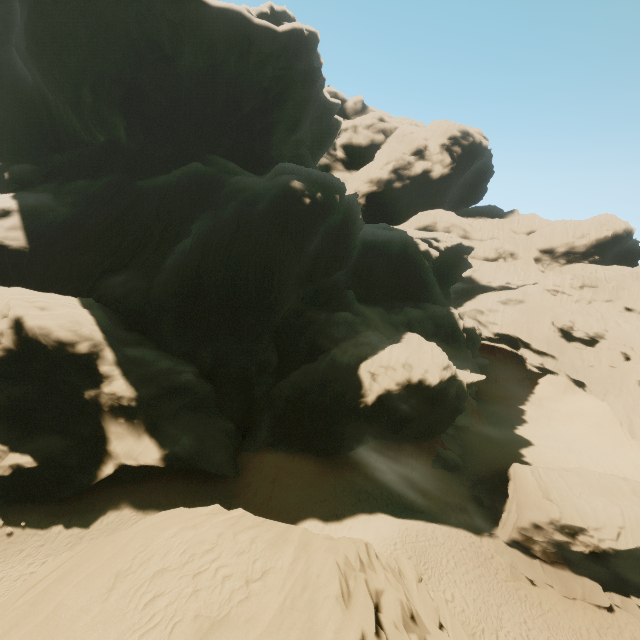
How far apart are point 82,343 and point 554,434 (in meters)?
49.94

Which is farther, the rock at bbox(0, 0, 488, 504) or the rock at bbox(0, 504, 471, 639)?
the rock at bbox(0, 0, 488, 504)

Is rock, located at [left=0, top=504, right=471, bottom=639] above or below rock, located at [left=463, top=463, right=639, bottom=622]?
above

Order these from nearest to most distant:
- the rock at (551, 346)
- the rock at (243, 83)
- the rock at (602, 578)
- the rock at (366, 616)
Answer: the rock at (366, 616)
the rock at (602, 578)
the rock at (243, 83)
the rock at (551, 346)

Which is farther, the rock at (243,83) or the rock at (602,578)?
the rock at (243,83)

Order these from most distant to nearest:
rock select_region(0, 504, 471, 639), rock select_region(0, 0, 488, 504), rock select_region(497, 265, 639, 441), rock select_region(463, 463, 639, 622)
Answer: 1. rock select_region(497, 265, 639, 441)
2. rock select_region(0, 0, 488, 504)
3. rock select_region(463, 463, 639, 622)
4. rock select_region(0, 504, 471, 639)
